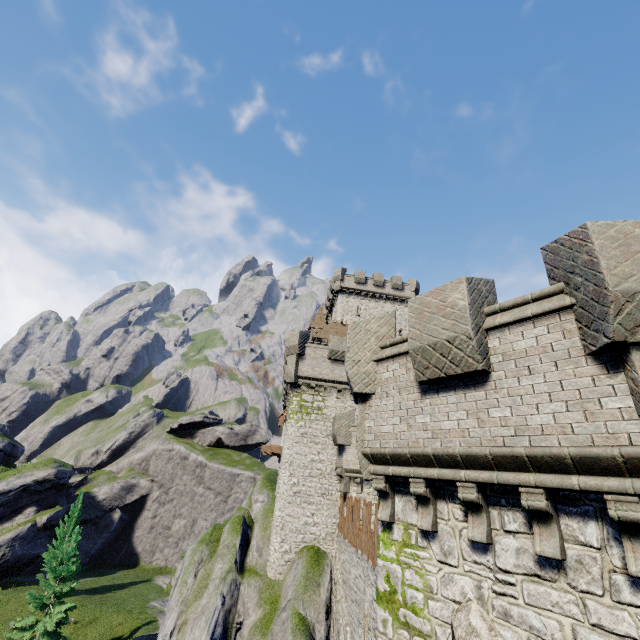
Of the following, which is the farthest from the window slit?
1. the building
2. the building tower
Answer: the building

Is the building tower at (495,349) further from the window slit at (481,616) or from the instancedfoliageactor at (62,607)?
the instancedfoliageactor at (62,607)

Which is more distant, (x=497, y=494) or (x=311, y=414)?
(x=311, y=414)

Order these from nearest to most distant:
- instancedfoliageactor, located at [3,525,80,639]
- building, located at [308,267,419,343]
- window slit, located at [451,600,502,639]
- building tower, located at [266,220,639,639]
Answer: building tower, located at [266,220,639,639] → window slit, located at [451,600,502,639] → instancedfoliageactor, located at [3,525,80,639] → building, located at [308,267,419,343]

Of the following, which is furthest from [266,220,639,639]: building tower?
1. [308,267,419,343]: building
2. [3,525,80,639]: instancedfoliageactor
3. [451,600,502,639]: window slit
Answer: [3,525,80,639]: instancedfoliageactor

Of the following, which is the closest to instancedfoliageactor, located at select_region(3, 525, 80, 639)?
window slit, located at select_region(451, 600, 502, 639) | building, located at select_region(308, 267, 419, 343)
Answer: building, located at select_region(308, 267, 419, 343)

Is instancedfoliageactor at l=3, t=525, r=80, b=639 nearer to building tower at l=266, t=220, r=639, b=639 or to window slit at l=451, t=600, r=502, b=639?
building tower at l=266, t=220, r=639, b=639

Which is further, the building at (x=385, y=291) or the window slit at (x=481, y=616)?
the building at (x=385, y=291)
